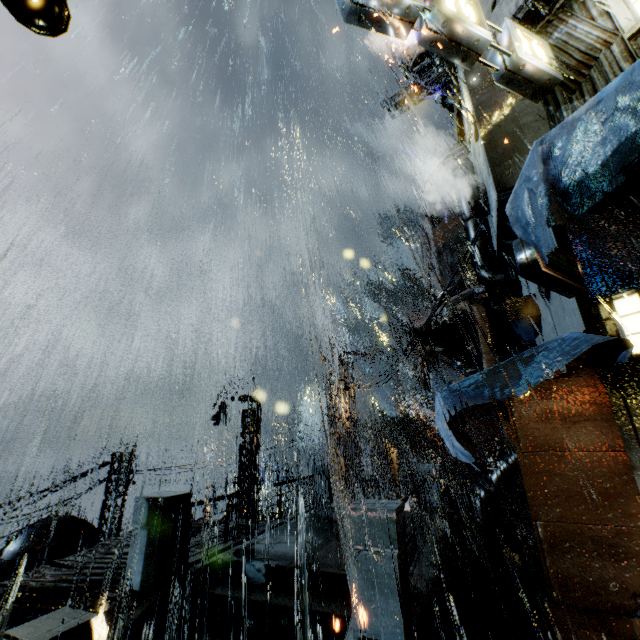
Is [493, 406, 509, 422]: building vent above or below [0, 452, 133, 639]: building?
above

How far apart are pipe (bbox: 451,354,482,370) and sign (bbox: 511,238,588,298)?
10.8 meters

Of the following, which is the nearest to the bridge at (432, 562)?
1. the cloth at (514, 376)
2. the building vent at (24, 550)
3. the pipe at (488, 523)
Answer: the pipe at (488, 523)

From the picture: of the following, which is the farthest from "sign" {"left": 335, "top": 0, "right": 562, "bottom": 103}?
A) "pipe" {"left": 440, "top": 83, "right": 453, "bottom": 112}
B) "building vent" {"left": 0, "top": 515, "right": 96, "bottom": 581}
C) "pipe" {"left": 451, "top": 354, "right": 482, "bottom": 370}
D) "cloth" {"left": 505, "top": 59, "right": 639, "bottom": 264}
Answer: "building vent" {"left": 0, "top": 515, "right": 96, "bottom": 581}

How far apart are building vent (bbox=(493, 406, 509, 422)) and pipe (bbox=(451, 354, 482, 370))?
6.0m

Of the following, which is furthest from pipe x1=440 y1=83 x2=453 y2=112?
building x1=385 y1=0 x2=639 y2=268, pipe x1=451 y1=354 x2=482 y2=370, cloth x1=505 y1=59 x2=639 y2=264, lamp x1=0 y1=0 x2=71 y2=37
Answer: lamp x1=0 y1=0 x2=71 y2=37

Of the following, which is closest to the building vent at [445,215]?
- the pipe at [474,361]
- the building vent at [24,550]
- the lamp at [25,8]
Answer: the pipe at [474,361]

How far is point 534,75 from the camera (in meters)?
7.23
